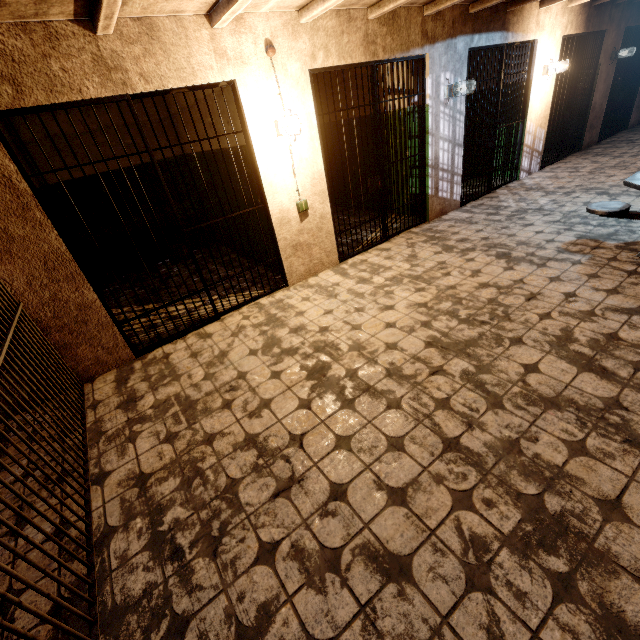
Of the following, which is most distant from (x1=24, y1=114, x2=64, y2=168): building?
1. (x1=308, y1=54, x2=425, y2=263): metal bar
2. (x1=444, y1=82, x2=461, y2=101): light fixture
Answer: (x1=444, y1=82, x2=461, y2=101): light fixture

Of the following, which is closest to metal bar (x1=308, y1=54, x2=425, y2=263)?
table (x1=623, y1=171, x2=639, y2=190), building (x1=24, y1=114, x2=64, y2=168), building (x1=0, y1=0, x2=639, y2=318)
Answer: building (x1=0, y1=0, x2=639, y2=318)

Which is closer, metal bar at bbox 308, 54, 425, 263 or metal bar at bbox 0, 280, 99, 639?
metal bar at bbox 0, 280, 99, 639

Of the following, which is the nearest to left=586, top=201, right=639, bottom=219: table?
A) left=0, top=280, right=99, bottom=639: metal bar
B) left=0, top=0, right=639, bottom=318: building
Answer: left=0, top=0, right=639, bottom=318: building

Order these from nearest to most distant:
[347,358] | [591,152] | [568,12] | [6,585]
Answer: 1. [6,585]
2. [347,358]
3. [568,12]
4. [591,152]

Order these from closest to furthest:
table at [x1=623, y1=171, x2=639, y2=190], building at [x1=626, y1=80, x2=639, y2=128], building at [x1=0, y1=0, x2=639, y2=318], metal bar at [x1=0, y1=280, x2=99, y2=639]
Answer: metal bar at [x1=0, y1=280, x2=99, y2=639] → building at [x1=0, y1=0, x2=639, y2=318] → table at [x1=623, y1=171, x2=639, y2=190] → building at [x1=626, y1=80, x2=639, y2=128]

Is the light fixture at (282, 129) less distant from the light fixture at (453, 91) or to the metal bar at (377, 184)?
the metal bar at (377, 184)

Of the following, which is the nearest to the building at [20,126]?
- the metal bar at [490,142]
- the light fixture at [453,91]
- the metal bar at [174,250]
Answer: the metal bar at [174,250]
